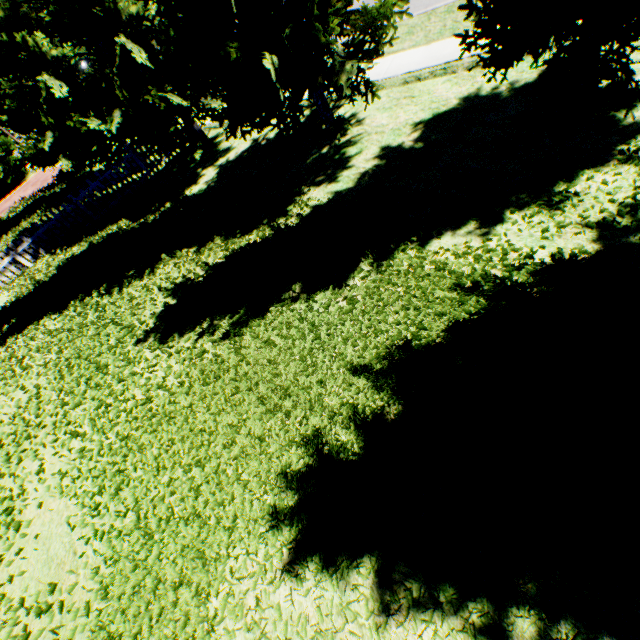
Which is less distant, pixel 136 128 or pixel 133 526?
pixel 133 526

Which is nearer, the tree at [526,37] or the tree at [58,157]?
the tree at [526,37]

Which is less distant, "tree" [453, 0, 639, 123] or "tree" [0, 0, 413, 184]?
"tree" [453, 0, 639, 123]
